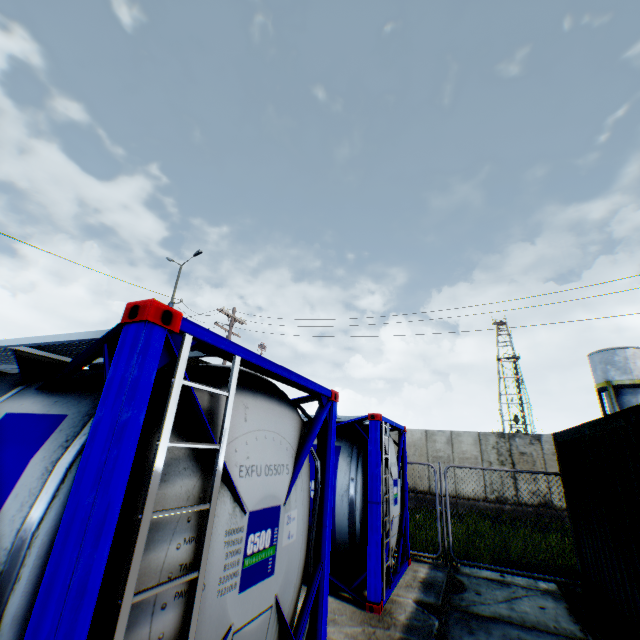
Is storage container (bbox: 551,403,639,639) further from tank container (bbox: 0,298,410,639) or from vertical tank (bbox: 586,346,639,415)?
vertical tank (bbox: 586,346,639,415)

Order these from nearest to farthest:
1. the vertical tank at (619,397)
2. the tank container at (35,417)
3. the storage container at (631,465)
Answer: the tank container at (35,417) → the storage container at (631,465) → the vertical tank at (619,397)

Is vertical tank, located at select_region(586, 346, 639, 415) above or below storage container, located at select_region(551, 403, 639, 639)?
above

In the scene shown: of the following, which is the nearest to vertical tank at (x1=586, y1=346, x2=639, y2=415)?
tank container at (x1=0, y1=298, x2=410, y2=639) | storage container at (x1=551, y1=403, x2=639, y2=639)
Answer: storage container at (x1=551, y1=403, x2=639, y2=639)

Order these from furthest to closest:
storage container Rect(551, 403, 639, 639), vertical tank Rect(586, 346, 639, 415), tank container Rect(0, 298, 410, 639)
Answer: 1. vertical tank Rect(586, 346, 639, 415)
2. storage container Rect(551, 403, 639, 639)
3. tank container Rect(0, 298, 410, 639)

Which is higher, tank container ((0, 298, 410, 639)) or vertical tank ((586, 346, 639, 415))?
vertical tank ((586, 346, 639, 415))

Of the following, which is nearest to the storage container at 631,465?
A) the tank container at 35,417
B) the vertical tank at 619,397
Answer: the tank container at 35,417

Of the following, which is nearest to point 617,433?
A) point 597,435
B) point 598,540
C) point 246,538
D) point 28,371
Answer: point 597,435
